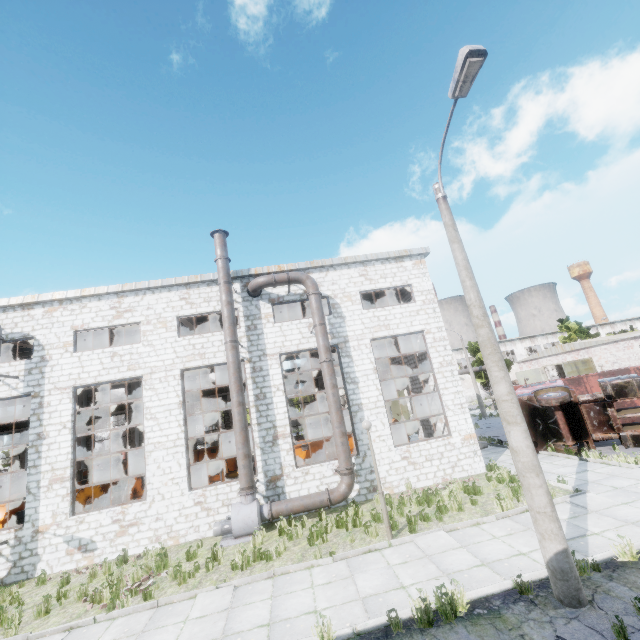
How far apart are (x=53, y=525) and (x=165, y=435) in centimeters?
501cm

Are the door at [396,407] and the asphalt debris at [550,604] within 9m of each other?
no

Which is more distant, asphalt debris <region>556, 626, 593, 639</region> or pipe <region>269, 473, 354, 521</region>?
pipe <region>269, 473, 354, 521</region>

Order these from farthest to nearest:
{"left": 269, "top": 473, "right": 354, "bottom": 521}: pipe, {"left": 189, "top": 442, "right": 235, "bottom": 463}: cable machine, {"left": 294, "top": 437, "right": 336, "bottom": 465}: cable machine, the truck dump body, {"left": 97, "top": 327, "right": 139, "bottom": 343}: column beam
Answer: {"left": 189, "top": 442, "right": 235, "bottom": 463}: cable machine < {"left": 97, "top": 327, "right": 139, "bottom": 343}: column beam < the truck dump body < {"left": 294, "top": 437, "right": 336, "bottom": 465}: cable machine < {"left": 269, "top": 473, "right": 354, "bottom": 521}: pipe

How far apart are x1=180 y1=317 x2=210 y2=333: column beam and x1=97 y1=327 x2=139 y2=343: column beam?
4.0m

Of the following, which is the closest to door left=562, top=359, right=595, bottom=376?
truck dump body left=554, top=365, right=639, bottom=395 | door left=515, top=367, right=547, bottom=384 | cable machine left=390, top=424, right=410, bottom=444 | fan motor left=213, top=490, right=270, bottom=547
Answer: door left=515, top=367, right=547, bottom=384

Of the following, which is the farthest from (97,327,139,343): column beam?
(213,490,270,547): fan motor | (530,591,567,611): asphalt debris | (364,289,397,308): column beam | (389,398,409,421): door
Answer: (389,398,409,421): door

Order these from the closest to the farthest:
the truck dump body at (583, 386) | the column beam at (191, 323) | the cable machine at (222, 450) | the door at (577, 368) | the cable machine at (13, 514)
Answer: the cable machine at (13, 514)
the truck dump body at (583, 386)
the column beam at (191, 323)
the cable machine at (222, 450)
the door at (577, 368)
